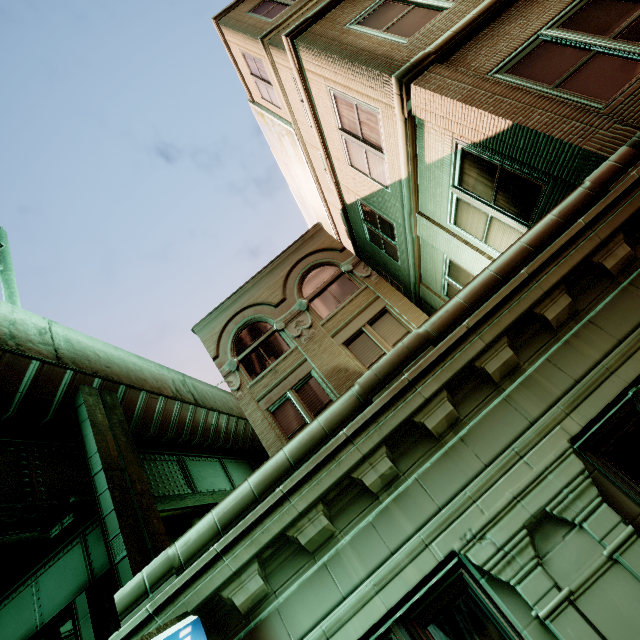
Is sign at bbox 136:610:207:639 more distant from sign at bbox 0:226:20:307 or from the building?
sign at bbox 0:226:20:307

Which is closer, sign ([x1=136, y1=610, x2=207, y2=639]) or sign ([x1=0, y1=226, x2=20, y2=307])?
sign ([x1=136, y1=610, x2=207, y2=639])

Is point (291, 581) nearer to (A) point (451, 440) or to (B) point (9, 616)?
(A) point (451, 440)

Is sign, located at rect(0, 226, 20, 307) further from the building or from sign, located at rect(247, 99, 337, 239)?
sign, located at rect(247, 99, 337, 239)

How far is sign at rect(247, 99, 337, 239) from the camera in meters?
13.3

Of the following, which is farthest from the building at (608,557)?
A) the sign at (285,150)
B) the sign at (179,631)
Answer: the sign at (285,150)

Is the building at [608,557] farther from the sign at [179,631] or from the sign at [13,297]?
the sign at [13,297]
